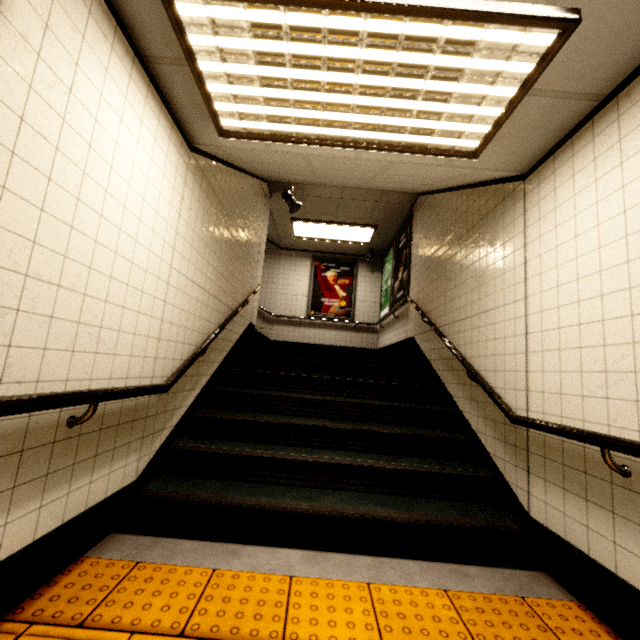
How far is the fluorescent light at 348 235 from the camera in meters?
7.3

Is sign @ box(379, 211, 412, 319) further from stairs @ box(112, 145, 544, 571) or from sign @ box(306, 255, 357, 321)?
sign @ box(306, 255, 357, 321)

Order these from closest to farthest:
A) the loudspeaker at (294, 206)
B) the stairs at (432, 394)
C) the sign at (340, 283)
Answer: the stairs at (432, 394)
the loudspeaker at (294, 206)
the sign at (340, 283)

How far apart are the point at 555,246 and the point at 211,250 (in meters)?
3.02

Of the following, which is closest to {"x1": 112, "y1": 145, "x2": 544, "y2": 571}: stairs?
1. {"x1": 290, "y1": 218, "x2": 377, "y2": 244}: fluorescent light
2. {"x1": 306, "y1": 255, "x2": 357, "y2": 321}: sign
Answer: {"x1": 290, "y1": 218, "x2": 377, "y2": 244}: fluorescent light

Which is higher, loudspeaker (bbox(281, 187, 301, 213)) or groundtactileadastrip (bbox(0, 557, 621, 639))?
loudspeaker (bbox(281, 187, 301, 213))

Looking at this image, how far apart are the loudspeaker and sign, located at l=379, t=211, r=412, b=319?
2.2 meters

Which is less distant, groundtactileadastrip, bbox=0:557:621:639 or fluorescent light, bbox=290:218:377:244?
groundtactileadastrip, bbox=0:557:621:639
